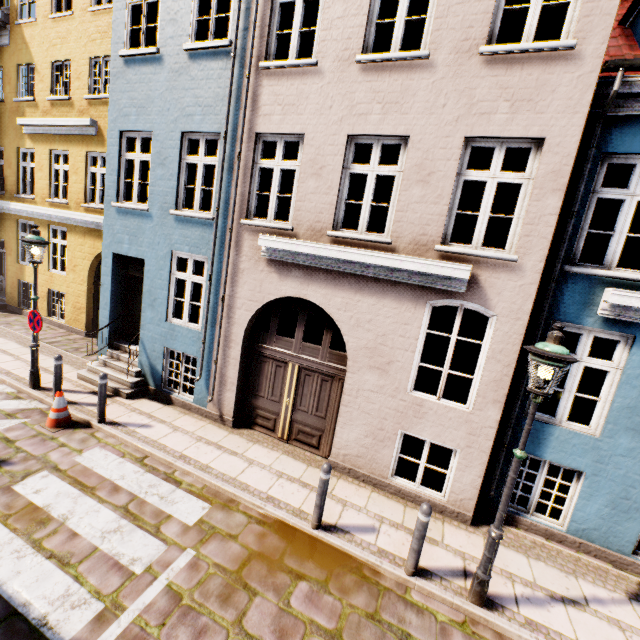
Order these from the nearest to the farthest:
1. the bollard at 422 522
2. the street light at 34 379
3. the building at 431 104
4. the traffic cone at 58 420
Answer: the bollard at 422 522 → the building at 431 104 → the traffic cone at 58 420 → the street light at 34 379

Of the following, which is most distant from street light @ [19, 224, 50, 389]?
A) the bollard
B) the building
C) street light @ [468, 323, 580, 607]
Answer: street light @ [468, 323, 580, 607]

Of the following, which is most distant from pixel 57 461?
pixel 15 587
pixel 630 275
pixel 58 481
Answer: pixel 630 275

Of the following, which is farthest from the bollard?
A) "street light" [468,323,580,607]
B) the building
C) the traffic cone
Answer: the traffic cone

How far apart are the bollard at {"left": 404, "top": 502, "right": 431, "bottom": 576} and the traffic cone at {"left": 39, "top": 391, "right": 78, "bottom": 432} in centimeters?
695cm

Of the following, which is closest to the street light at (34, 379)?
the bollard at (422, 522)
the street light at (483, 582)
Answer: the bollard at (422, 522)

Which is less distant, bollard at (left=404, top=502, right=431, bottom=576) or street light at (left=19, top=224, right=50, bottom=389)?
bollard at (left=404, top=502, right=431, bottom=576)

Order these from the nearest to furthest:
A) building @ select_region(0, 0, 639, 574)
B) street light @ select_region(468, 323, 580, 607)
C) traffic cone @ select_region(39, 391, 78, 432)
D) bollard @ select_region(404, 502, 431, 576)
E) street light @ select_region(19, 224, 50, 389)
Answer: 1. street light @ select_region(468, 323, 580, 607)
2. bollard @ select_region(404, 502, 431, 576)
3. building @ select_region(0, 0, 639, 574)
4. traffic cone @ select_region(39, 391, 78, 432)
5. street light @ select_region(19, 224, 50, 389)
